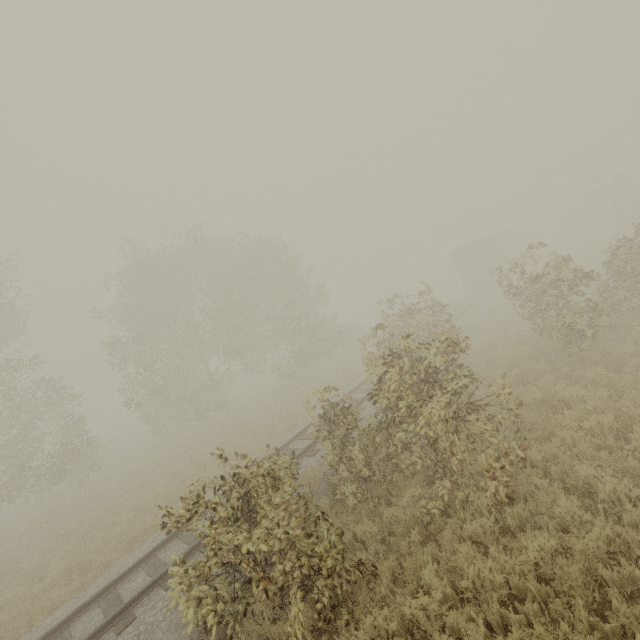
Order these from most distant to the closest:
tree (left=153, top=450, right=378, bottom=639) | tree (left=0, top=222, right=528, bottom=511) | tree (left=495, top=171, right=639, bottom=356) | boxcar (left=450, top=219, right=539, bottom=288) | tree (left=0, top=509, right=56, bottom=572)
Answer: boxcar (left=450, top=219, right=539, bottom=288) < tree (left=0, top=509, right=56, bottom=572) < tree (left=495, top=171, right=639, bottom=356) < tree (left=0, top=222, right=528, bottom=511) < tree (left=153, top=450, right=378, bottom=639)

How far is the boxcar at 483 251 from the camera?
31.8m

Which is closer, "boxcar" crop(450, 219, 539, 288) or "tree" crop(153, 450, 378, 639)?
"tree" crop(153, 450, 378, 639)

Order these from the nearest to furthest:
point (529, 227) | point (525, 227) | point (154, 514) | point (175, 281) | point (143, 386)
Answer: point (154, 514) < point (143, 386) < point (175, 281) < point (529, 227) < point (525, 227)

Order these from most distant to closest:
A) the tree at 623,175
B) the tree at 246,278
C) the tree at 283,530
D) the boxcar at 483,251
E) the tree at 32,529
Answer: the boxcar at 483,251 < the tree at 32,529 < the tree at 623,175 < the tree at 246,278 < the tree at 283,530

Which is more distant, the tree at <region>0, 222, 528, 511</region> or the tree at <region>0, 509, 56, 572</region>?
the tree at <region>0, 509, 56, 572</region>
